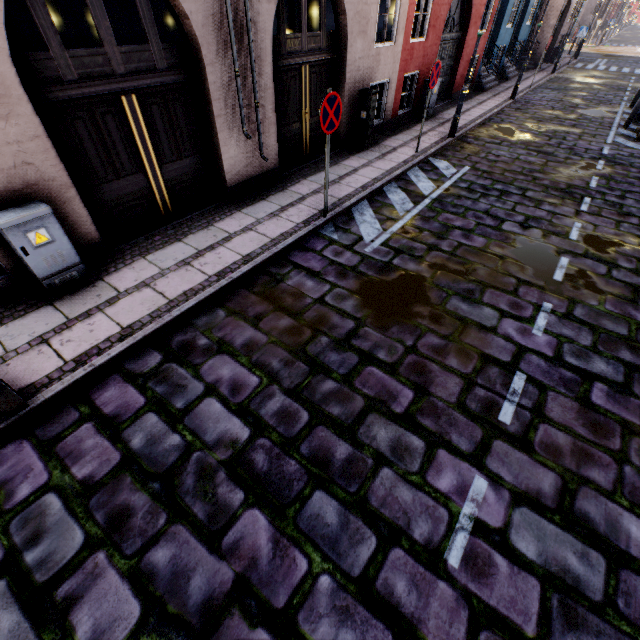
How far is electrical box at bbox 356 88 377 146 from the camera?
8.1 meters

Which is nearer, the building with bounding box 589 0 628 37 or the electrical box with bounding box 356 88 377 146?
the electrical box with bounding box 356 88 377 146

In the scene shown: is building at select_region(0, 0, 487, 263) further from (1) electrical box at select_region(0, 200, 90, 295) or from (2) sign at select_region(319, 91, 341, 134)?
(2) sign at select_region(319, 91, 341, 134)

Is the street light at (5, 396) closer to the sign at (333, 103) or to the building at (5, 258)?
the building at (5, 258)

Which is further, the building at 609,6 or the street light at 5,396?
the building at 609,6

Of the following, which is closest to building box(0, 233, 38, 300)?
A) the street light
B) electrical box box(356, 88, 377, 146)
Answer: electrical box box(356, 88, 377, 146)

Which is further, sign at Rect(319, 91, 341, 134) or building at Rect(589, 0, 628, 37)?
building at Rect(589, 0, 628, 37)

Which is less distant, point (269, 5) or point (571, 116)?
point (269, 5)
